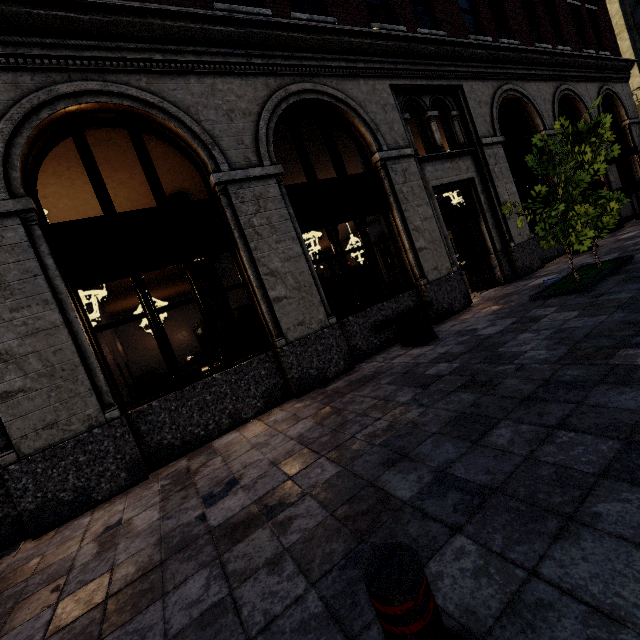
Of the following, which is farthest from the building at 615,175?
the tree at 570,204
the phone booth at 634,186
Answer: the tree at 570,204

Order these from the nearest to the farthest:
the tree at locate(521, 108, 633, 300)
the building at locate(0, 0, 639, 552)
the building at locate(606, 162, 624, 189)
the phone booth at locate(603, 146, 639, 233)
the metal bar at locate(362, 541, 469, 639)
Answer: the metal bar at locate(362, 541, 469, 639) < the building at locate(0, 0, 639, 552) < the tree at locate(521, 108, 633, 300) < the phone booth at locate(603, 146, 639, 233) < the building at locate(606, 162, 624, 189)

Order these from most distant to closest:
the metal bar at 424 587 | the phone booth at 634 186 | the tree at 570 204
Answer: the phone booth at 634 186 < the tree at 570 204 < the metal bar at 424 587

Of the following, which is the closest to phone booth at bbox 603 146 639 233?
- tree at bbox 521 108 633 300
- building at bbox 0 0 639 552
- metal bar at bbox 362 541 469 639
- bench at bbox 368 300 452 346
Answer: building at bbox 0 0 639 552

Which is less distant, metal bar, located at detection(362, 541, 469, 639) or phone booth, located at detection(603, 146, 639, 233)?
metal bar, located at detection(362, 541, 469, 639)

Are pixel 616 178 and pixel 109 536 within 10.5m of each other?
no

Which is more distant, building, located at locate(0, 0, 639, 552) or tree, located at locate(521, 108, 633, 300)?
tree, located at locate(521, 108, 633, 300)

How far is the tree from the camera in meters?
5.9
